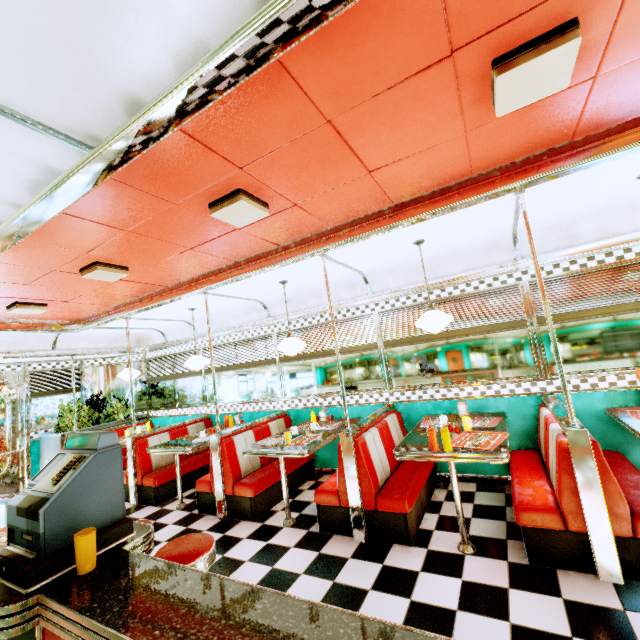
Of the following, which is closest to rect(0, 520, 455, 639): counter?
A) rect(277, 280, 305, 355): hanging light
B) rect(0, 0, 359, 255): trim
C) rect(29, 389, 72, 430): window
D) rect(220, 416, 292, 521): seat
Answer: rect(0, 0, 359, 255): trim

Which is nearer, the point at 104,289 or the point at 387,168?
the point at 387,168

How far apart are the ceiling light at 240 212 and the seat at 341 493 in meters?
2.5 m

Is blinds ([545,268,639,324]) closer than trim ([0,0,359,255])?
No

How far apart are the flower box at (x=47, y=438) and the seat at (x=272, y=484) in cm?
410

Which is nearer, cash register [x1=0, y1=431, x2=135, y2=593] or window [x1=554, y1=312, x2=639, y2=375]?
cash register [x1=0, y1=431, x2=135, y2=593]

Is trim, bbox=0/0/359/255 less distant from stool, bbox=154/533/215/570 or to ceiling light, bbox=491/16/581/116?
ceiling light, bbox=491/16/581/116

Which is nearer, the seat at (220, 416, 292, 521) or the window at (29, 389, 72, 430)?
the seat at (220, 416, 292, 521)
